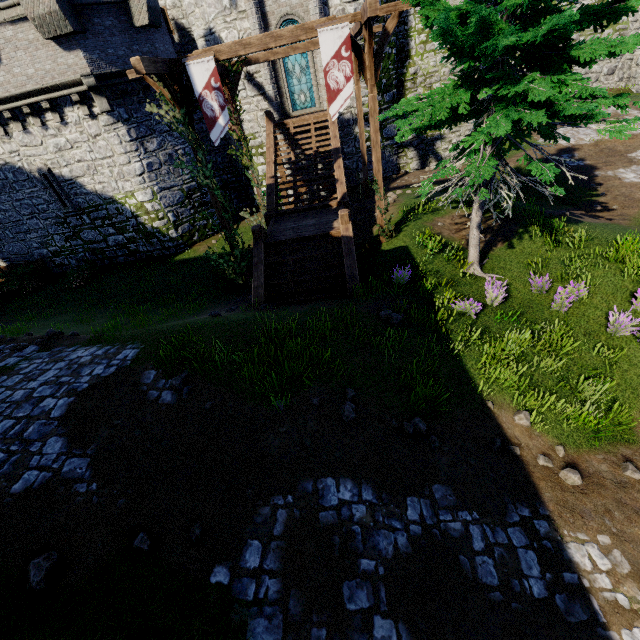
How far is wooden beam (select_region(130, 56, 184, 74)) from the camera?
7.8 meters

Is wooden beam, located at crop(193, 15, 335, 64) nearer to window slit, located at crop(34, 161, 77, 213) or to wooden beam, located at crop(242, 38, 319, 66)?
wooden beam, located at crop(242, 38, 319, 66)

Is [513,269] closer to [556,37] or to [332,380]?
[556,37]

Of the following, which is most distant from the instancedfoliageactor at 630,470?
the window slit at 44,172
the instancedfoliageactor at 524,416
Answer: the window slit at 44,172

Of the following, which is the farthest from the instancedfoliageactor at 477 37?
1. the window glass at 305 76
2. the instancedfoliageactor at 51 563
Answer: the window glass at 305 76

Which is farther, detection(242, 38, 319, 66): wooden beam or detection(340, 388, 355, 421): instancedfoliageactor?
detection(242, 38, 319, 66): wooden beam

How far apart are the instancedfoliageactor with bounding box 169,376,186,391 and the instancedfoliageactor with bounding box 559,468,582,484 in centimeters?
693cm

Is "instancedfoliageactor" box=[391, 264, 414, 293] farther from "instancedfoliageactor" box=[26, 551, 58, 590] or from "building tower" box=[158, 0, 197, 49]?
"building tower" box=[158, 0, 197, 49]
